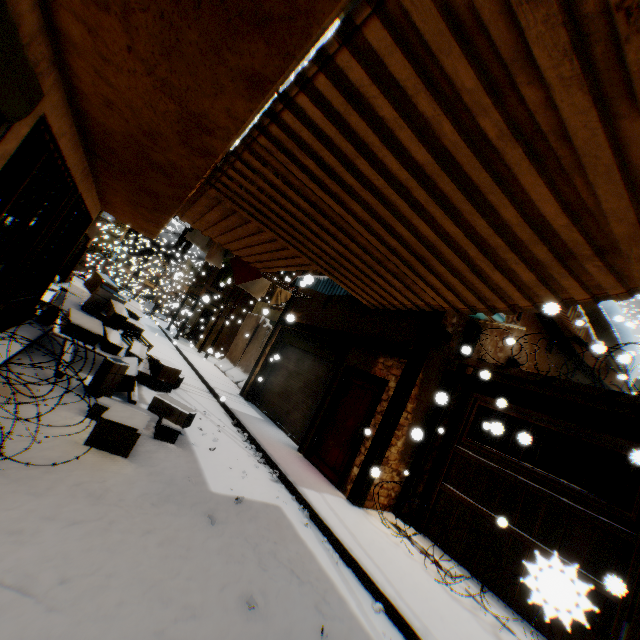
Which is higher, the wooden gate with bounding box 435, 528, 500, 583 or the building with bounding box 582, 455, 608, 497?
the building with bounding box 582, 455, 608, 497

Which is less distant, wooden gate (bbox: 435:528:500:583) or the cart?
wooden gate (bbox: 435:528:500:583)

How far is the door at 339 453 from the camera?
7.1m

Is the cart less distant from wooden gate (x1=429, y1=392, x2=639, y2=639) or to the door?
the door

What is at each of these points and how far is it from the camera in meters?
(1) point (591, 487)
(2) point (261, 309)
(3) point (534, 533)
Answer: (1) building, 8.9
(2) balcony, 18.6
(3) wooden gate, 5.1

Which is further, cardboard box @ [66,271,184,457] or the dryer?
the dryer

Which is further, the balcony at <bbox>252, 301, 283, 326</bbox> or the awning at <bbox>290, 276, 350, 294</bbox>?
the balcony at <bbox>252, 301, 283, 326</bbox>

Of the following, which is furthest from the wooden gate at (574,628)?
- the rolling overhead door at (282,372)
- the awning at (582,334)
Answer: the rolling overhead door at (282,372)
